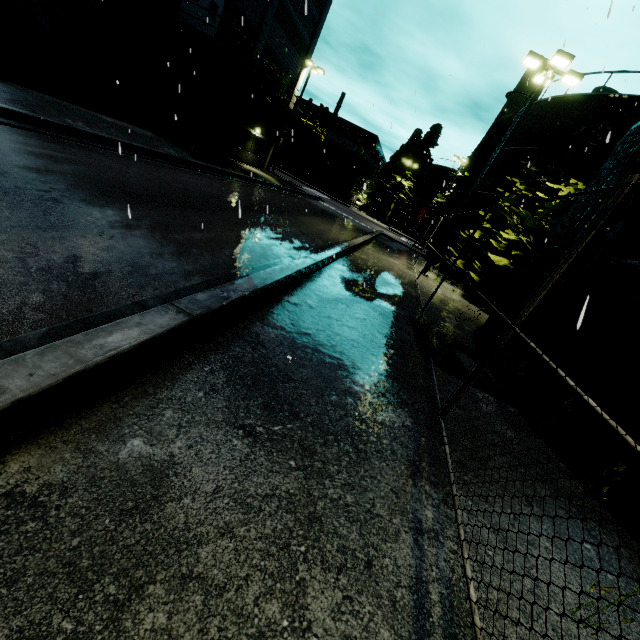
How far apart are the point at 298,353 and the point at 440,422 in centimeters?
204cm

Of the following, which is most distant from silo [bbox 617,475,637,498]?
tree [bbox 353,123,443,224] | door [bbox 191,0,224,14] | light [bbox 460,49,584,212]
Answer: A: door [bbox 191,0,224,14]

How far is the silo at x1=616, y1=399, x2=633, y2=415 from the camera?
4.3 meters

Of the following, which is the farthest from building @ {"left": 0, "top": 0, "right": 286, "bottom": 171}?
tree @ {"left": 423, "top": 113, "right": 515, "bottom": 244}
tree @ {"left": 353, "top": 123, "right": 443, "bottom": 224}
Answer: tree @ {"left": 353, "top": 123, "right": 443, "bottom": 224}

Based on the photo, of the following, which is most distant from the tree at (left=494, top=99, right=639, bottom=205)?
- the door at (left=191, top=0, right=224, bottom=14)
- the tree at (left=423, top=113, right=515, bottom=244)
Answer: the door at (left=191, top=0, right=224, bottom=14)

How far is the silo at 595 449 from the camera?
4.5 meters

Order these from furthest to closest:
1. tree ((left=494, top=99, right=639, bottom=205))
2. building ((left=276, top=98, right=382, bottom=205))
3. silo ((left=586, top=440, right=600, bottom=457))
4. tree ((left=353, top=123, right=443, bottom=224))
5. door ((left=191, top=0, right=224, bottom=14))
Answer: tree ((left=353, top=123, right=443, bottom=224)), building ((left=276, top=98, right=382, bottom=205)), door ((left=191, top=0, right=224, bottom=14)), tree ((left=494, top=99, right=639, bottom=205)), silo ((left=586, top=440, right=600, bottom=457))
